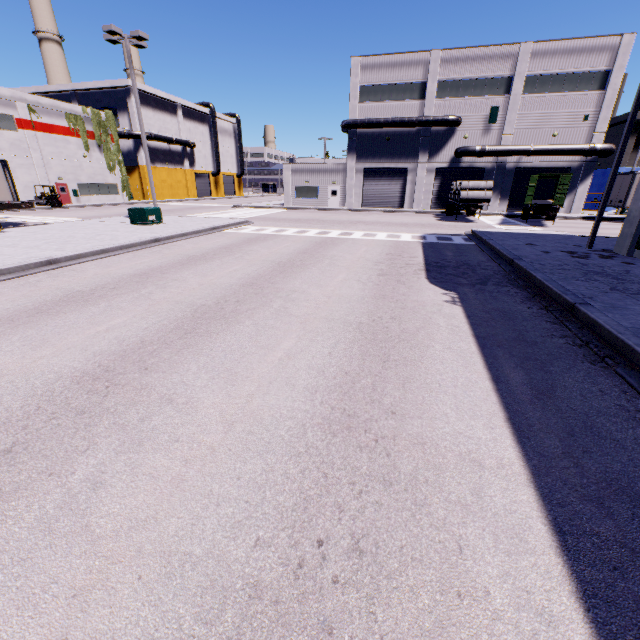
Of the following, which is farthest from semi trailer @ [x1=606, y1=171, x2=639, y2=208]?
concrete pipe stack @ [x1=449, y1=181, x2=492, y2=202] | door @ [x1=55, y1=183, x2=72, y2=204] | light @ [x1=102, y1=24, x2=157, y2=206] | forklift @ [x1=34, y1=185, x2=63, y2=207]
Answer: door @ [x1=55, y1=183, x2=72, y2=204]

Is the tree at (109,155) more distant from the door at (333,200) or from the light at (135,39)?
the light at (135,39)

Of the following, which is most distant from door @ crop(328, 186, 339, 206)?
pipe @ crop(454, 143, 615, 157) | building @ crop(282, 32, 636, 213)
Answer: pipe @ crop(454, 143, 615, 157)

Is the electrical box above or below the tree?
below

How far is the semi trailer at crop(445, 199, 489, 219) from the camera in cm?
2624

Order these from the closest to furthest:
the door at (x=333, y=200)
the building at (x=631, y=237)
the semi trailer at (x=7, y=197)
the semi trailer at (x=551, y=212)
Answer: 1. the building at (x=631, y=237)
2. the semi trailer at (x=7, y=197)
3. the semi trailer at (x=551, y=212)
4. the door at (x=333, y=200)

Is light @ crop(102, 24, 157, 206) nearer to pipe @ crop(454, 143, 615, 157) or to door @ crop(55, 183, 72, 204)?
pipe @ crop(454, 143, 615, 157)

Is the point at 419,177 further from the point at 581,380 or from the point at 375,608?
the point at 375,608
